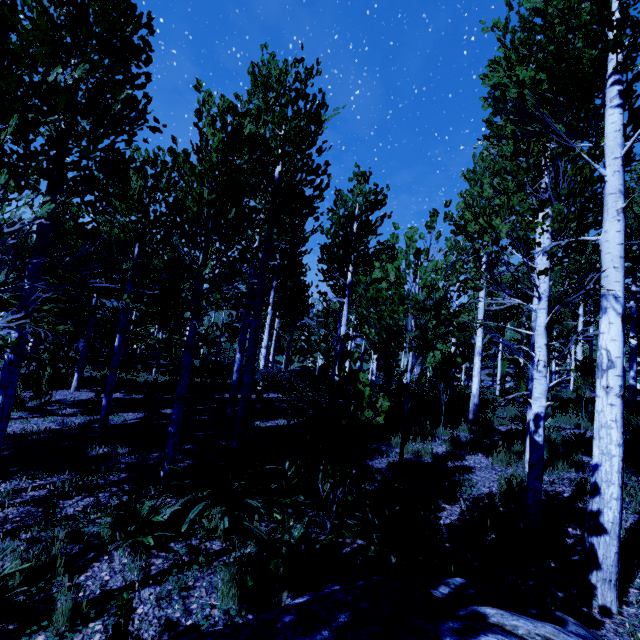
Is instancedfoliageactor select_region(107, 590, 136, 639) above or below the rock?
below

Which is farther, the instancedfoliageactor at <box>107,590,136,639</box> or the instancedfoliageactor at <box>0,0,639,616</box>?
the instancedfoliageactor at <box>0,0,639,616</box>

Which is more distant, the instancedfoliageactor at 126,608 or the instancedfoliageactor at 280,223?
the instancedfoliageactor at 280,223

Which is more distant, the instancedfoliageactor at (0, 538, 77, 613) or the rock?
the instancedfoliageactor at (0, 538, 77, 613)

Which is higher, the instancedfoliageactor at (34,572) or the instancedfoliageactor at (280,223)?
the instancedfoliageactor at (280,223)

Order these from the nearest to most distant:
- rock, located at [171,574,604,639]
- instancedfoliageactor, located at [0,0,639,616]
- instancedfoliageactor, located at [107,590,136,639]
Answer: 1. rock, located at [171,574,604,639]
2. instancedfoliageactor, located at [107,590,136,639]
3. instancedfoliageactor, located at [0,0,639,616]

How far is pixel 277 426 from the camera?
9.1m
